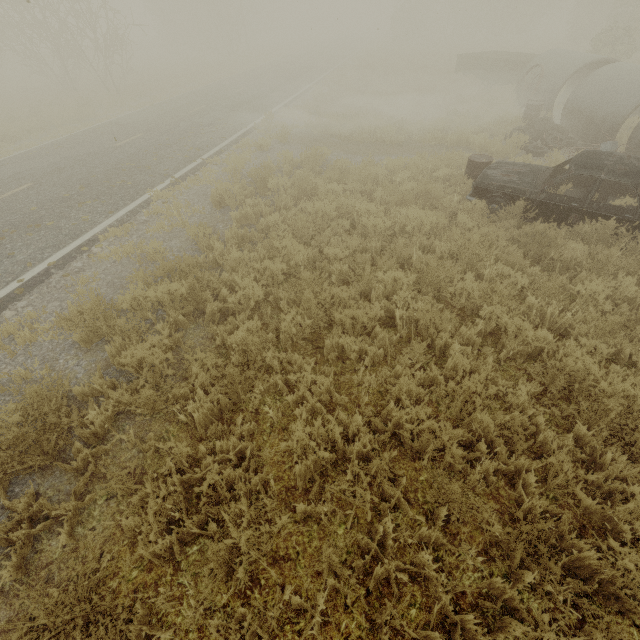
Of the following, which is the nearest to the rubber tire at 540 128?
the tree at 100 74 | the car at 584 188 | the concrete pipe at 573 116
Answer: the concrete pipe at 573 116

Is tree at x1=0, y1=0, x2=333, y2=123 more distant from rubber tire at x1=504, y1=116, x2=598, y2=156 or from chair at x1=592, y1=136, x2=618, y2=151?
chair at x1=592, y1=136, x2=618, y2=151

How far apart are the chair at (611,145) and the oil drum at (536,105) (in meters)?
3.85

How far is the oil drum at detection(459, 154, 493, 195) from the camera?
7.79m

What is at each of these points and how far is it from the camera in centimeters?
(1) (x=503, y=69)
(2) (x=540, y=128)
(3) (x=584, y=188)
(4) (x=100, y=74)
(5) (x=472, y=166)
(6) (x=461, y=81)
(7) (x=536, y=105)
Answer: (1) truck bed, 1697cm
(2) rubber tire, 1121cm
(3) car, 714cm
(4) tree, 2703cm
(5) oil drum, 793cm
(6) tree, 1736cm
(7) oil drum, 1177cm

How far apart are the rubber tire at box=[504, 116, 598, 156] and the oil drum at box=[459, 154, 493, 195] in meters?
4.3

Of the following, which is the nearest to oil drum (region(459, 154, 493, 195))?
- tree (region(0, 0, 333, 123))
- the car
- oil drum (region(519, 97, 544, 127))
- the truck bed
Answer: the car

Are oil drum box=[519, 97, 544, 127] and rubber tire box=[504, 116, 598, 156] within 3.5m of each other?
yes
